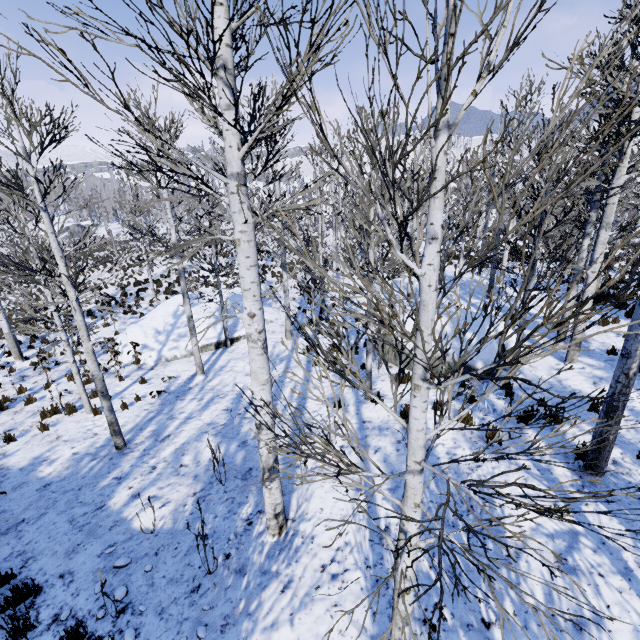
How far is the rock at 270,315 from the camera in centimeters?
1714cm

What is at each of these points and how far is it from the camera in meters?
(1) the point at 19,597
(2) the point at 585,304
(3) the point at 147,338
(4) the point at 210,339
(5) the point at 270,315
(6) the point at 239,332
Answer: (1) instancedfoliageactor, 4.5 m
(2) instancedfoliageactor, 1.1 m
(3) rock, 14.6 m
(4) rock, 14.7 m
(5) rock, 17.5 m
(6) rock, 15.6 m

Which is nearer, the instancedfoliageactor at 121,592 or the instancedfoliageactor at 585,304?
the instancedfoliageactor at 585,304

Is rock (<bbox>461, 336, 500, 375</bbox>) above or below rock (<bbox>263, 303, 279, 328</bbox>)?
above

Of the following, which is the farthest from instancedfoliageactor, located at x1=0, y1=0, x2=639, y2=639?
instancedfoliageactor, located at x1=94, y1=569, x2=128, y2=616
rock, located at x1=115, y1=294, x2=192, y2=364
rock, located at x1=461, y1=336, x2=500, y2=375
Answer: rock, located at x1=115, y1=294, x2=192, y2=364

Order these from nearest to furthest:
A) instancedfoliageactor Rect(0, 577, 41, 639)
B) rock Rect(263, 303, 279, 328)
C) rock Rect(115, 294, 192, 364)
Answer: instancedfoliageactor Rect(0, 577, 41, 639), rock Rect(115, 294, 192, 364), rock Rect(263, 303, 279, 328)

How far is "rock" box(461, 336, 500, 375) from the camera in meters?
8.9

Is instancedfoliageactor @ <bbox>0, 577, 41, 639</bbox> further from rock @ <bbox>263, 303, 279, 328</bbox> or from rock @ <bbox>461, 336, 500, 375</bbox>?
rock @ <bbox>461, 336, 500, 375</bbox>
